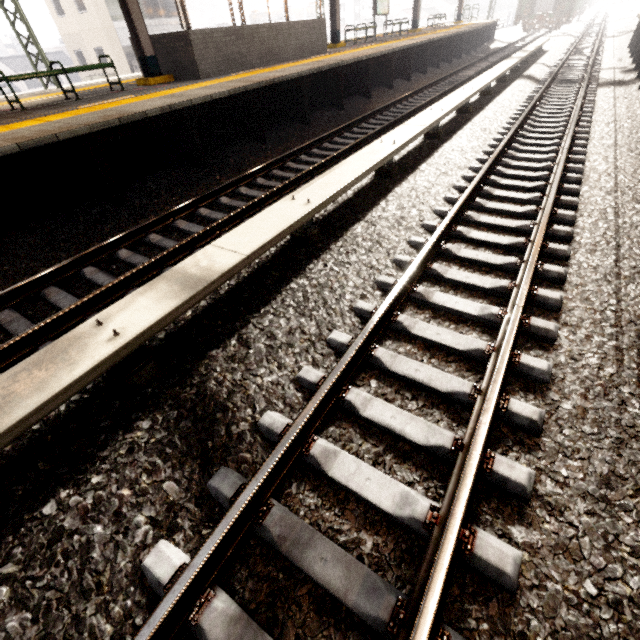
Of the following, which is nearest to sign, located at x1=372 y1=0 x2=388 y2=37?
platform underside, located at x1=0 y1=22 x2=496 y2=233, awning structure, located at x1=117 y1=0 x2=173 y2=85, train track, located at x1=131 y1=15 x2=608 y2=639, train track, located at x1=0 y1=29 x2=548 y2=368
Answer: awning structure, located at x1=117 y1=0 x2=173 y2=85

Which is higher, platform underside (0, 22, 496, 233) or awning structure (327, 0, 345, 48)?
awning structure (327, 0, 345, 48)

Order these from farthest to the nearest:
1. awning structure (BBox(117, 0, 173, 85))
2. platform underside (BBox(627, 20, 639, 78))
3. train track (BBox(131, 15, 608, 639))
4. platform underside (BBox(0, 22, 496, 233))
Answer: platform underside (BBox(627, 20, 639, 78)), awning structure (BBox(117, 0, 173, 85)), platform underside (BBox(0, 22, 496, 233)), train track (BBox(131, 15, 608, 639))

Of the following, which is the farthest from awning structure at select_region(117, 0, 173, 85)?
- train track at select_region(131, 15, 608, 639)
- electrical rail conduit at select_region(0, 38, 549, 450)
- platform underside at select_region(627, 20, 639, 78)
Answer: platform underside at select_region(627, 20, 639, 78)

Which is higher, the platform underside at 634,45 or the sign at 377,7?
the sign at 377,7

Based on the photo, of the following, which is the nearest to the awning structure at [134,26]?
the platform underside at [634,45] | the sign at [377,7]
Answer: the sign at [377,7]

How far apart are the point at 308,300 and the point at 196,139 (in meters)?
5.45

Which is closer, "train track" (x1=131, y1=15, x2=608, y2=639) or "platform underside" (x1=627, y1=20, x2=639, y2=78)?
"train track" (x1=131, y1=15, x2=608, y2=639)
